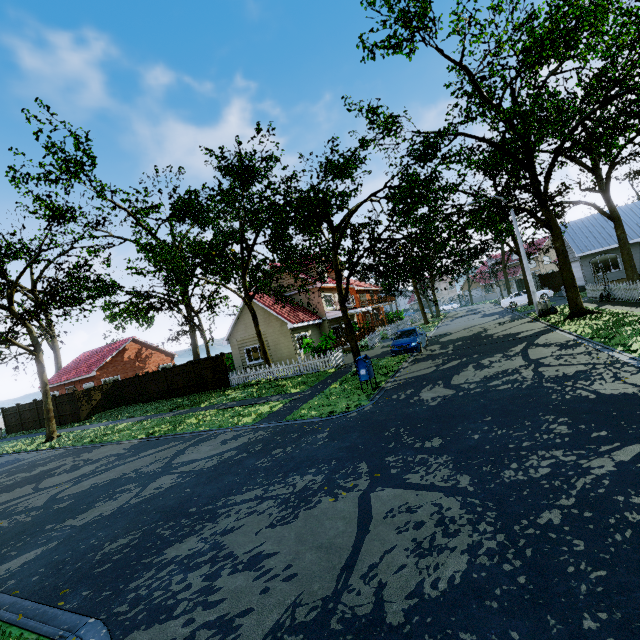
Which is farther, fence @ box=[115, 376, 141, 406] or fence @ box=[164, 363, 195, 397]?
fence @ box=[115, 376, 141, 406]

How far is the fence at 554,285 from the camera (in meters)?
35.03

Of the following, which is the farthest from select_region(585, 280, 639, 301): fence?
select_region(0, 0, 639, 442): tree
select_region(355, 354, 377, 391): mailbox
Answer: select_region(355, 354, 377, 391): mailbox

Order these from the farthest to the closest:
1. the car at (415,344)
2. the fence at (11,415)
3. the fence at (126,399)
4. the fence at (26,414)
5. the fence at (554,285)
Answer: the fence at (554,285)
the fence at (11,415)
the fence at (26,414)
the fence at (126,399)
the car at (415,344)

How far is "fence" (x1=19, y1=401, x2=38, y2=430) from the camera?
27.31m

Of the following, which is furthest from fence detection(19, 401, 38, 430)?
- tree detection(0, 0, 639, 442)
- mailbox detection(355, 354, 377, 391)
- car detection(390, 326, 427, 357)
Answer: mailbox detection(355, 354, 377, 391)

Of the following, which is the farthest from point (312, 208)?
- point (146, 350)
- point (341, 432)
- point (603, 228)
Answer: point (146, 350)

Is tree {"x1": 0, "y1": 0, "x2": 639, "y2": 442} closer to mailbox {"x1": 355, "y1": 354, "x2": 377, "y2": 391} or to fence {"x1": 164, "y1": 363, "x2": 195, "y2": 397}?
fence {"x1": 164, "y1": 363, "x2": 195, "y2": 397}
